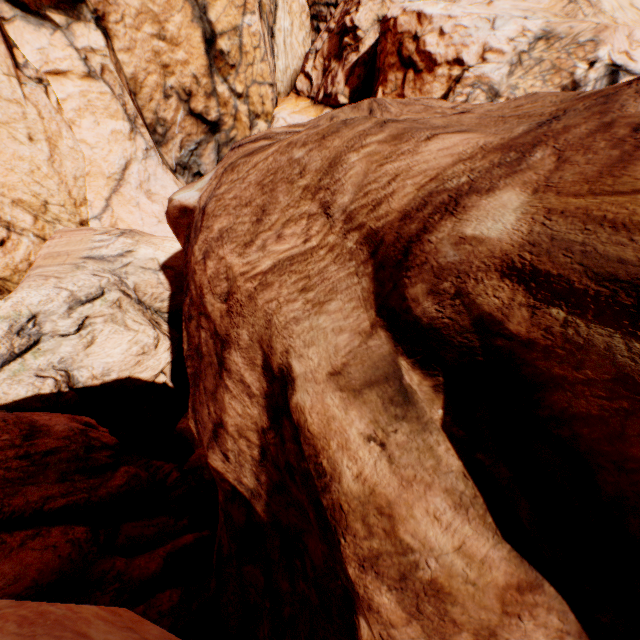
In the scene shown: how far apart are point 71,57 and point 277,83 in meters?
18.8
